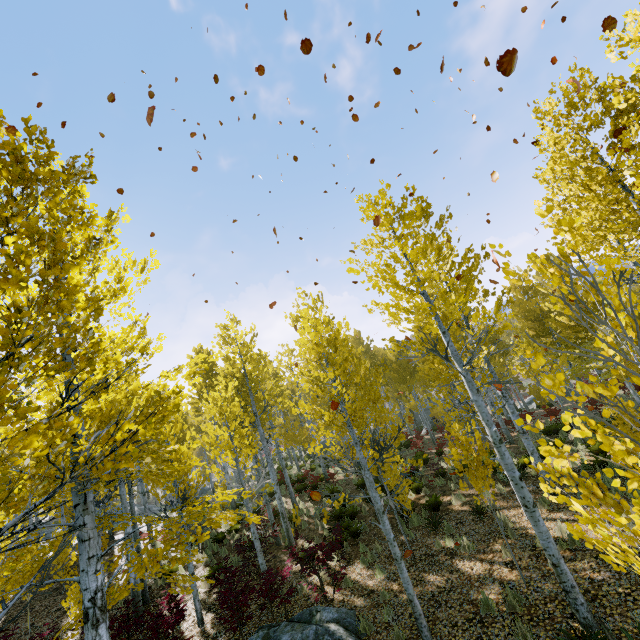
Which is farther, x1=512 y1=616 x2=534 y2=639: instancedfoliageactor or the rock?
the rock

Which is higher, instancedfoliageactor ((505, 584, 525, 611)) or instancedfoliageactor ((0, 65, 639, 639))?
instancedfoliageactor ((0, 65, 639, 639))

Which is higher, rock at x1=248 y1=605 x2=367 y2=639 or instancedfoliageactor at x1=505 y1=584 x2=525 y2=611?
rock at x1=248 y1=605 x2=367 y2=639

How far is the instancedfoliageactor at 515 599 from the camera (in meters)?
6.04

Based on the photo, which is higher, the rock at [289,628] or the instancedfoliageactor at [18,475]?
the instancedfoliageactor at [18,475]

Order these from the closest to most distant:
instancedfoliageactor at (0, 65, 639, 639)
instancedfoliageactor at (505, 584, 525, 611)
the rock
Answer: instancedfoliageactor at (0, 65, 639, 639)
instancedfoliageactor at (505, 584, 525, 611)
the rock

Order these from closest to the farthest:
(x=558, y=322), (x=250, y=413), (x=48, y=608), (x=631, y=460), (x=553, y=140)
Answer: (x=631, y=460), (x=553, y=140), (x=250, y=413), (x=48, y=608), (x=558, y=322)
